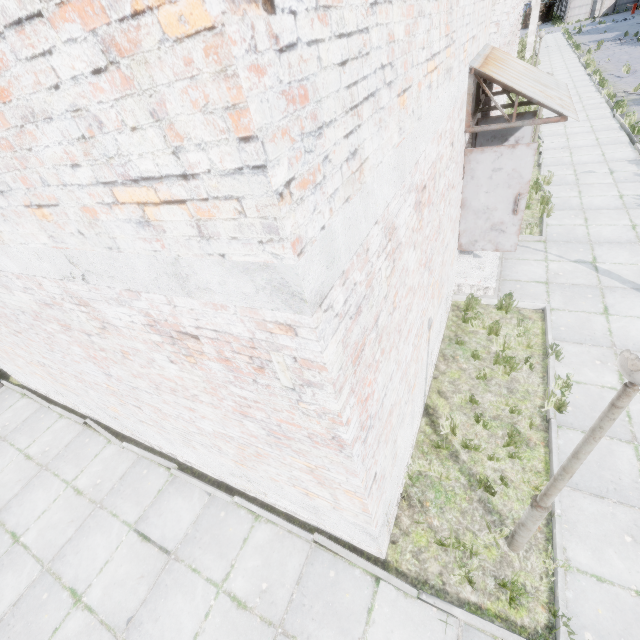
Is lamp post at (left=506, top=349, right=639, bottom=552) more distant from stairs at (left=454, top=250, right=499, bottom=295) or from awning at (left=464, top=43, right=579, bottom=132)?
stairs at (left=454, top=250, right=499, bottom=295)

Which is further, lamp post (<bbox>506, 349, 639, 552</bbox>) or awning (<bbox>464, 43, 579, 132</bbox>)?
awning (<bbox>464, 43, 579, 132</bbox>)

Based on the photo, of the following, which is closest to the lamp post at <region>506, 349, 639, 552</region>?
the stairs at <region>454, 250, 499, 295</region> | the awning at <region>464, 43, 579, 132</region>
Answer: the awning at <region>464, 43, 579, 132</region>

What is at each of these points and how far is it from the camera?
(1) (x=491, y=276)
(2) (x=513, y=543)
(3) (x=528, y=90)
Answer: (1) stairs, 7.9 meters
(2) lamp post, 4.0 meters
(3) awning, 5.2 meters

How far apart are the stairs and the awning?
2.8m

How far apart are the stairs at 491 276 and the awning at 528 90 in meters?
2.8 m

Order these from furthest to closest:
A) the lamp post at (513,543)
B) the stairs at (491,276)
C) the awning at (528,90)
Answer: the stairs at (491,276) < the awning at (528,90) < the lamp post at (513,543)
